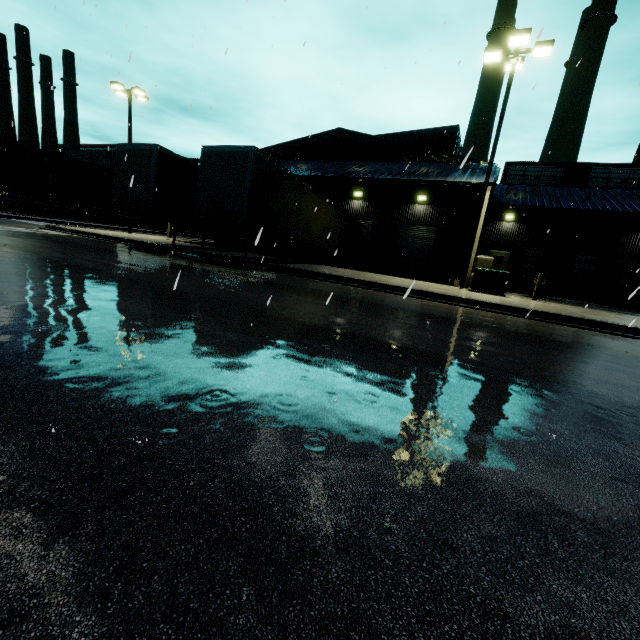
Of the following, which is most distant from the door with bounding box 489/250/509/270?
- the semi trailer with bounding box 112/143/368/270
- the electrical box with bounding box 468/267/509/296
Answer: the electrical box with bounding box 468/267/509/296

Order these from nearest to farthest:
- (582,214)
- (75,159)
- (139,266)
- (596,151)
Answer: (139,266) → (596,151) → (582,214) → (75,159)

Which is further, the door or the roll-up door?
the door

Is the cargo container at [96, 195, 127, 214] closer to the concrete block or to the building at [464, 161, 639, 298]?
the building at [464, 161, 639, 298]

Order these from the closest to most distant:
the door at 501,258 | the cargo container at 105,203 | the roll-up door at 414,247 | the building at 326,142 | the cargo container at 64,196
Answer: the building at 326,142, the roll-up door at 414,247, the door at 501,258, the cargo container at 64,196, the cargo container at 105,203

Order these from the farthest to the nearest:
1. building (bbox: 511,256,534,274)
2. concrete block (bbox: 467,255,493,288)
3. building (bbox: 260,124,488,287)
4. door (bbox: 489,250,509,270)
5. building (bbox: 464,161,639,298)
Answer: door (bbox: 489,250,509,270), building (bbox: 511,256,534,274), building (bbox: 464,161,639,298), building (bbox: 260,124,488,287), concrete block (bbox: 467,255,493,288)

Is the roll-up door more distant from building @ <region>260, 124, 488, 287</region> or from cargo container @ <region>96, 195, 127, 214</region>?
cargo container @ <region>96, 195, 127, 214</region>

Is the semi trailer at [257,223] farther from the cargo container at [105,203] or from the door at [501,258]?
the door at [501,258]
